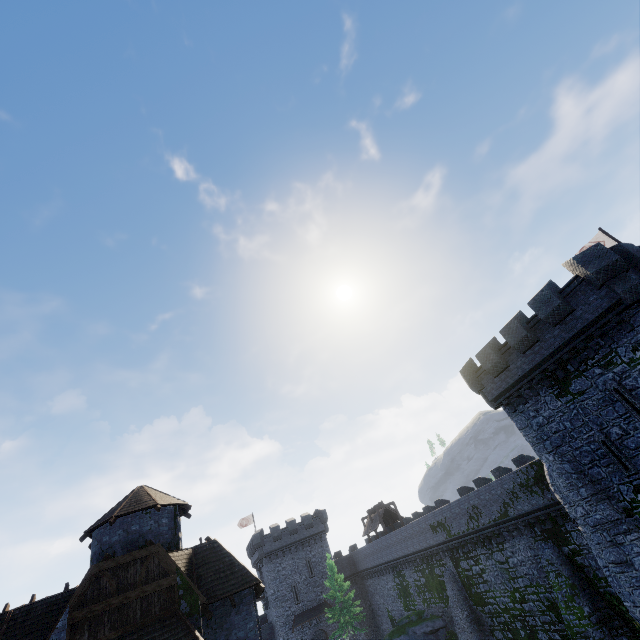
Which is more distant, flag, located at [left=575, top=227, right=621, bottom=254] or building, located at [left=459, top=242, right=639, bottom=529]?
flag, located at [left=575, top=227, right=621, bottom=254]

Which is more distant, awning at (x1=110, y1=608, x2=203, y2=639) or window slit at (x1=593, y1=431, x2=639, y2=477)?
window slit at (x1=593, y1=431, x2=639, y2=477)

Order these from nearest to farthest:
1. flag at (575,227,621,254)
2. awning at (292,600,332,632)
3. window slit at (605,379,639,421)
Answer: window slit at (605,379,639,421), flag at (575,227,621,254), awning at (292,600,332,632)

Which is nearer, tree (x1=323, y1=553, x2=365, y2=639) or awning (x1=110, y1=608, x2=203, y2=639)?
awning (x1=110, y1=608, x2=203, y2=639)

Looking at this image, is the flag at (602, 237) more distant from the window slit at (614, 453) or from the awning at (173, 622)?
the awning at (173, 622)

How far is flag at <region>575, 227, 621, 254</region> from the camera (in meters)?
22.36

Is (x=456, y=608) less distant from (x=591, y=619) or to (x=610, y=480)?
(x=591, y=619)

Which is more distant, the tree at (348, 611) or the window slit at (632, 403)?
the tree at (348, 611)
